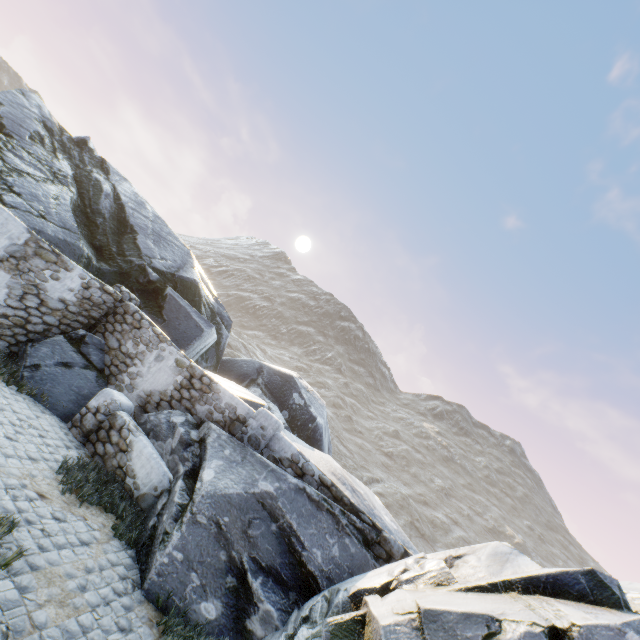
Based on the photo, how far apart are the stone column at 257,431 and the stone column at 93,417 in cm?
275

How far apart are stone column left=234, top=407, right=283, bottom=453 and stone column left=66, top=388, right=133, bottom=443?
2.75m

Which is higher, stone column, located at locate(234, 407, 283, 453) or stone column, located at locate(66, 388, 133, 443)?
stone column, located at locate(234, 407, 283, 453)

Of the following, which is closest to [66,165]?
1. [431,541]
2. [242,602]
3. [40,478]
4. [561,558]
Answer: [40,478]

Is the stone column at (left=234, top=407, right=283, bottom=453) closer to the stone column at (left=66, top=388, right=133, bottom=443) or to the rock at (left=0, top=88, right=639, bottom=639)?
the rock at (left=0, top=88, right=639, bottom=639)

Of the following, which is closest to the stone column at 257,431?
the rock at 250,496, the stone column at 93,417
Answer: the rock at 250,496

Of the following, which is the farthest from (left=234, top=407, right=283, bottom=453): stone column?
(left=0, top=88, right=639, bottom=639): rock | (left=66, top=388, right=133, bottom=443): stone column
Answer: (left=66, top=388, right=133, bottom=443): stone column

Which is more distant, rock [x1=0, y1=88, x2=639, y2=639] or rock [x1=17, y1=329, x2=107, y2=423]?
rock [x1=17, y1=329, x2=107, y2=423]
